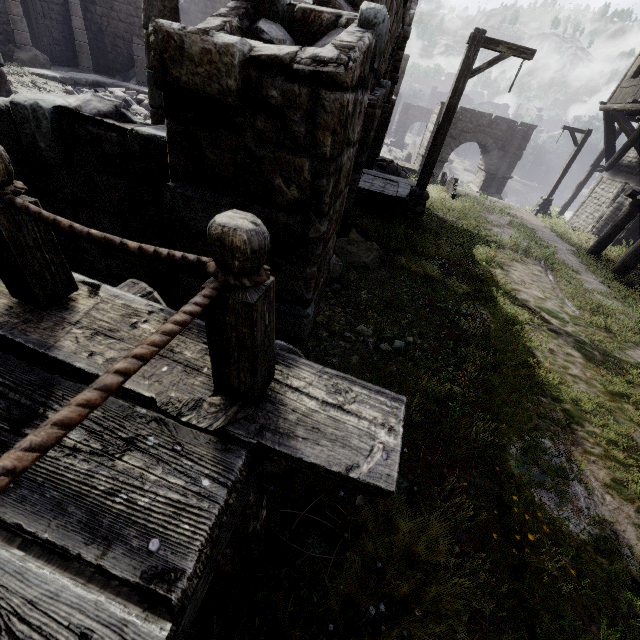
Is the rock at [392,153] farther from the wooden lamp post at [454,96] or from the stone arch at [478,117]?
the wooden lamp post at [454,96]

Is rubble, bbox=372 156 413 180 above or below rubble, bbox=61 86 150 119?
below

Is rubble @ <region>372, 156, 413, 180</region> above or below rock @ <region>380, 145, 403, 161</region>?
above

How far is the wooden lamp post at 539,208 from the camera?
17.2m

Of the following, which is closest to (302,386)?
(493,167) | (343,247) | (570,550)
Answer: (570,550)

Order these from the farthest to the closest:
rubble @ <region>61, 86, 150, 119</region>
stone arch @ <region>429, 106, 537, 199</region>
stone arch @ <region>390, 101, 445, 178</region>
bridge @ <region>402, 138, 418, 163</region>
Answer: bridge @ <region>402, 138, 418, 163</region>, stone arch @ <region>390, 101, 445, 178</region>, stone arch @ <region>429, 106, 537, 199</region>, rubble @ <region>61, 86, 150, 119</region>

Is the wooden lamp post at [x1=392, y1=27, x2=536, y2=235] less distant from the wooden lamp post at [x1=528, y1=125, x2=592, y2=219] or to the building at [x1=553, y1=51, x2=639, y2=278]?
the building at [x1=553, y1=51, x2=639, y2=278]

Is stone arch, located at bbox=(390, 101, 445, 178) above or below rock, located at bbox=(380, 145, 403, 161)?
above
